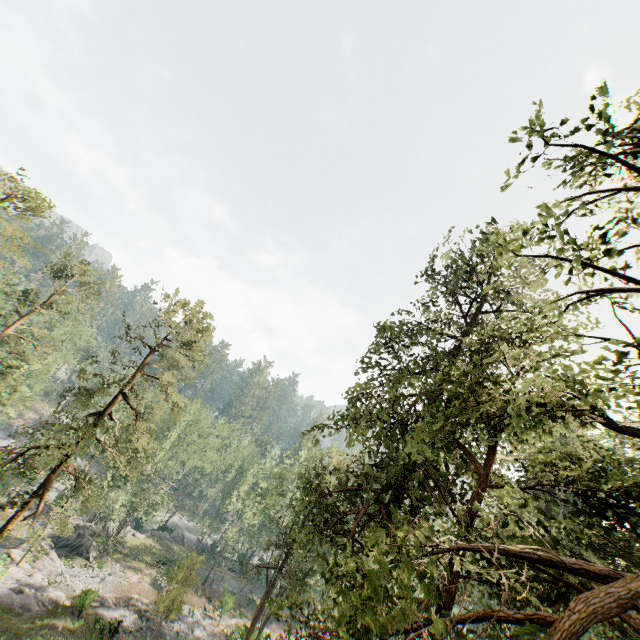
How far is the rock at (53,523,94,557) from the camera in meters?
36.7

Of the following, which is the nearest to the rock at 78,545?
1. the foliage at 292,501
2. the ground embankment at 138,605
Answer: the foliage at 292,501

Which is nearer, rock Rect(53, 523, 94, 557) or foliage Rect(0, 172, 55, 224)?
foliage Rect(0, 172, 55, 224)

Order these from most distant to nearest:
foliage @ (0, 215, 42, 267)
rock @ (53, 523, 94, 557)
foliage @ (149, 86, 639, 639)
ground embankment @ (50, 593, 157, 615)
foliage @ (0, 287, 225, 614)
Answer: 1. rock @ (53, 523, 94, 557)
2. ground embankment @ (50, 593, 157, 615)
3. foliage @ (0, 287, 225, 614)
4. foliage @ (0, 215, 42, 267)
5. foliage @ (149, 86, 639, 639)

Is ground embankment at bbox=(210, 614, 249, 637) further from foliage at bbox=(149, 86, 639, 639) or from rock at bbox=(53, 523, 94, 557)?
rock at bbox=(53, 523, 94, 557)

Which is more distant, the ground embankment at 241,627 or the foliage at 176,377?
the ground embankment at 241,627

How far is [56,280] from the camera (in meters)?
31.19
